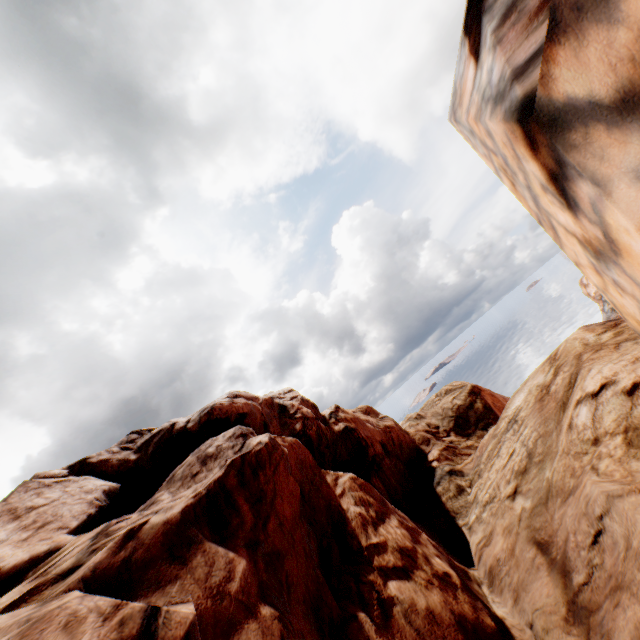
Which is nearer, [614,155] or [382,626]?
[614,155]
